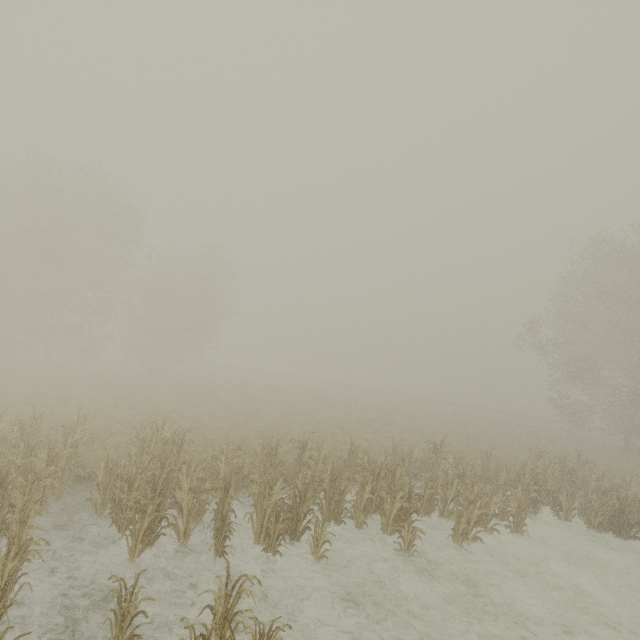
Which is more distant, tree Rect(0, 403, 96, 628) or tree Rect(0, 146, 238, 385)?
tree Rect(0, 146, 238, 385)

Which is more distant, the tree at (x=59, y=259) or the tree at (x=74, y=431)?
the tree at (x=59, y=259)

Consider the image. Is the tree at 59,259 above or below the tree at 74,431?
above

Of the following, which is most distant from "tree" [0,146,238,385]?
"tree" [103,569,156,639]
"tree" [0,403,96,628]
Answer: "tree" [103,569,156,639]

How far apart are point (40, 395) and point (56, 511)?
12.8 meters

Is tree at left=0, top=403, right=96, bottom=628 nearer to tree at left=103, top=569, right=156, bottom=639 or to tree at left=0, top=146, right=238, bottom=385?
tree at left=103, top=569, right=156, bottom=639
